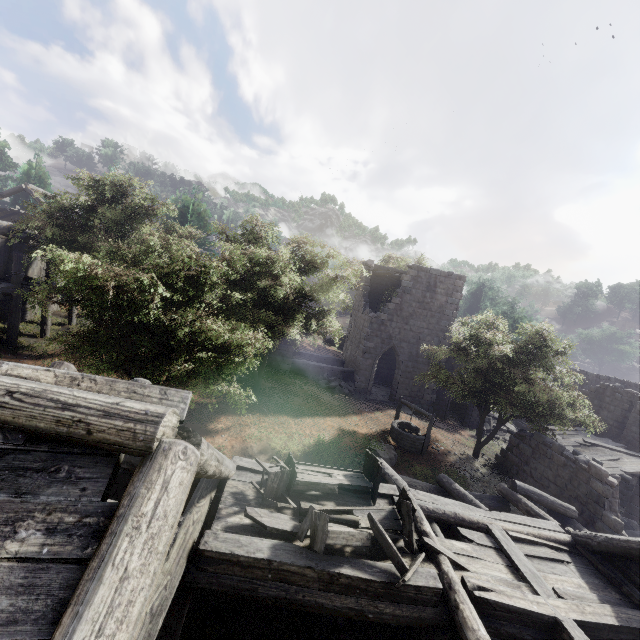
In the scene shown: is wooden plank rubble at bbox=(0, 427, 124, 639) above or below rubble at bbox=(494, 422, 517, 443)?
above

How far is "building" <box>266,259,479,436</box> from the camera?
21.88m

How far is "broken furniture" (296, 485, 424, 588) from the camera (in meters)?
5.52

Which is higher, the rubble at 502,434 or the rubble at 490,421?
the rubble at 490,421

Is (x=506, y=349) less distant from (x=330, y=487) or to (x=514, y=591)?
(x=514, y=591)

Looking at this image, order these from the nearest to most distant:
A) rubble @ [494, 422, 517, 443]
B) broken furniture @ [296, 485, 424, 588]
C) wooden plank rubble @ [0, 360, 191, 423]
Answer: wooden plank rubble @ [0, 360, 191, 423] → broken furniture @ [296, 485, 424, 588] → rubble @ [494, 422, 517, 443]

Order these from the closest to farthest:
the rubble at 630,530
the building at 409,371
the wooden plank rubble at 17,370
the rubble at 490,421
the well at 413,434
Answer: the wooden plank rubble at 17,370, the rubble at 630,530, the well at 413,434, the building at 409,371, the rubble at 490,421
